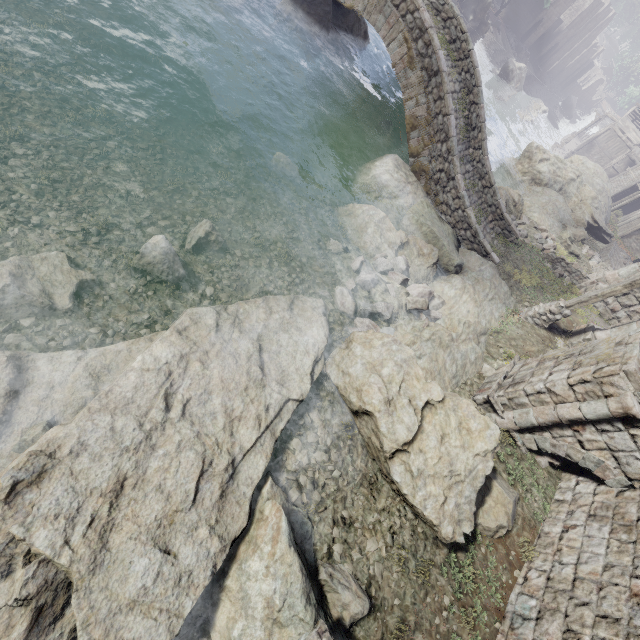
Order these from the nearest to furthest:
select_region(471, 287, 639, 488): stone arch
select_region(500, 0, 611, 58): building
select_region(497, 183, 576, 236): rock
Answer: select_region(471, 287, 639, 488): stone arch → select_region(497, 183, 576, 236): rock → select_region(500, 0, 611, 58): building

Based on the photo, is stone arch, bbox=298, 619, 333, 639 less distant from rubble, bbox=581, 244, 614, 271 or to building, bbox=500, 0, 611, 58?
building, bbox=500, 0, 611, 58

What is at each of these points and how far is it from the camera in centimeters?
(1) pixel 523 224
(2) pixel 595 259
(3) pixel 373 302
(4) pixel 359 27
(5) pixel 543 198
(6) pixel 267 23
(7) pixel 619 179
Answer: (1) rubble, 1848cm
(2) rubble, 2039cm
(3) rubble, 1001cm
(4) rock, 1667cm
(5) rock, 2222cm
(6) rubble, 1444cm
(7) building, 4250cm

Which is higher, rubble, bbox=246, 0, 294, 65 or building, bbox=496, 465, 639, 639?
building, bbox=496, 465, 639, 639

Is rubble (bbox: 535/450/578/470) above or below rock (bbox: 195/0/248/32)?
above

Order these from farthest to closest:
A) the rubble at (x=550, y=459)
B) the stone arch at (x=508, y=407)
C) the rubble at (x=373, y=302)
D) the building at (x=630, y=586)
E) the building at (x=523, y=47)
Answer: the building at (x=523, y=47) → the rubble at (x=373, y=302) → the rubble at (x=550, y=459) → the stone arch at (x=508, y=407) → the building at (x=630, y=586)

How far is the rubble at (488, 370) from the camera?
10.2 meters

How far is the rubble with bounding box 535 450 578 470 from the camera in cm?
833
